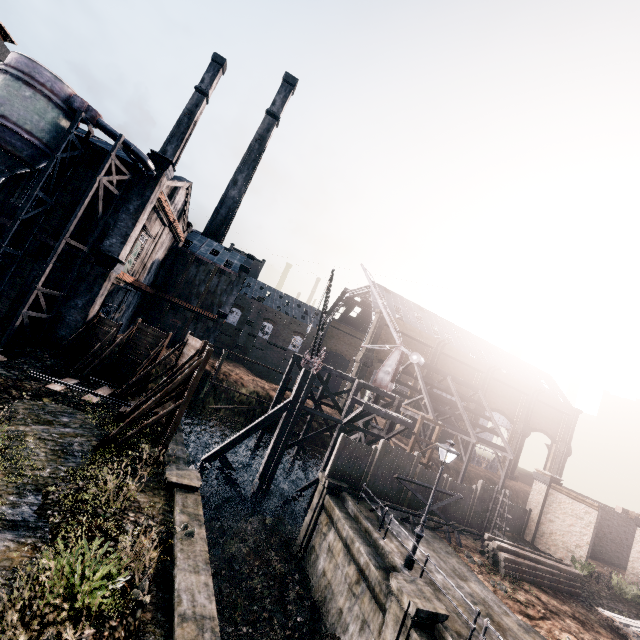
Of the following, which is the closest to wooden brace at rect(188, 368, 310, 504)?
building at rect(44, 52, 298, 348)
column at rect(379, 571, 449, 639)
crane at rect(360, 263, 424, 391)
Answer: crane at rect(360, 263, 424, 391)

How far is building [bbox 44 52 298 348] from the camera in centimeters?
2370cm

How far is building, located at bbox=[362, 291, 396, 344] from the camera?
53.31m

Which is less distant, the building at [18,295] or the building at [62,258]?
the building at [18,295]

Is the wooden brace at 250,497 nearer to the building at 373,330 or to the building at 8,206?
the building at 8,206

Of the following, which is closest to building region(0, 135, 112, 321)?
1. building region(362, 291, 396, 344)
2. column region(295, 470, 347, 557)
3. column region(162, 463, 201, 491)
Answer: column region(162, 463, 201, 491)

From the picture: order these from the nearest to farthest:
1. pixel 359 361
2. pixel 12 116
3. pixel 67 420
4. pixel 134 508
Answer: pixel 134 508 → pixel 67 420 → pixel 12 116 → pixel 359 361

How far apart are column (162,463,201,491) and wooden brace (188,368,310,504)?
9.8 meters
